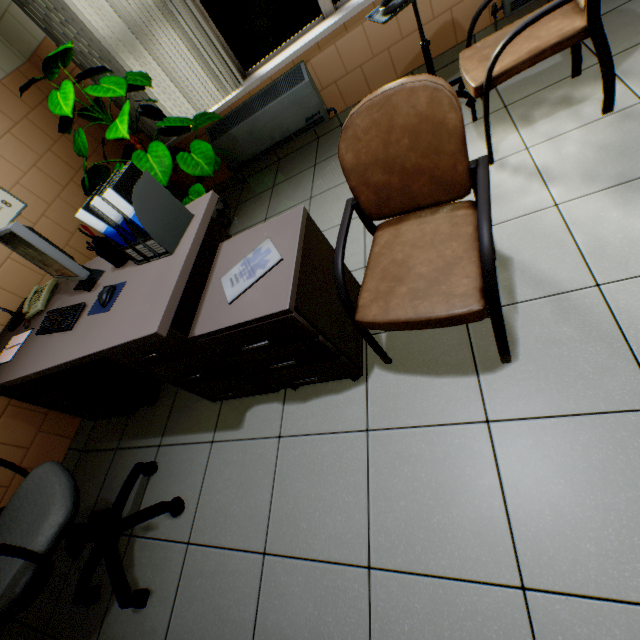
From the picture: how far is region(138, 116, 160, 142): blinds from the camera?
3.2 meters

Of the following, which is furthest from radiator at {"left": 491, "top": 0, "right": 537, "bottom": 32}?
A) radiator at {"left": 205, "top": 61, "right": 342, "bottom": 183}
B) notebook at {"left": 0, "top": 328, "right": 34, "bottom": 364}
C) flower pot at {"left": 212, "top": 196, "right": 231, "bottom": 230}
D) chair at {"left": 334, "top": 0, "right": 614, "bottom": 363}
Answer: notebook at {"left": 0, "top": 328, "right": 34, "bottom": 364}

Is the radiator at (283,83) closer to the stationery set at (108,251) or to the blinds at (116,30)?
the blinds at (116,30)

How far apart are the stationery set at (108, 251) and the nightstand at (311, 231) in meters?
0.5 m

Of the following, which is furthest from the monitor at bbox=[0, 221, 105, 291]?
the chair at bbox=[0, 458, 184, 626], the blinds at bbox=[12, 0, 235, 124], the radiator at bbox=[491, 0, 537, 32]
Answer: the radiator at bbox=[491, 0, 537, 32]

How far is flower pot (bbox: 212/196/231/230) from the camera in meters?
3.1

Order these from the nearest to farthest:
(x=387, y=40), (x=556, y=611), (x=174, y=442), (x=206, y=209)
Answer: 1. (x=556, y=611)
2. (x=206, y=209)
3. (x=174, y=442)
4. (x=387, y=40)

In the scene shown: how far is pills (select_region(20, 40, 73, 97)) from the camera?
2.07m
